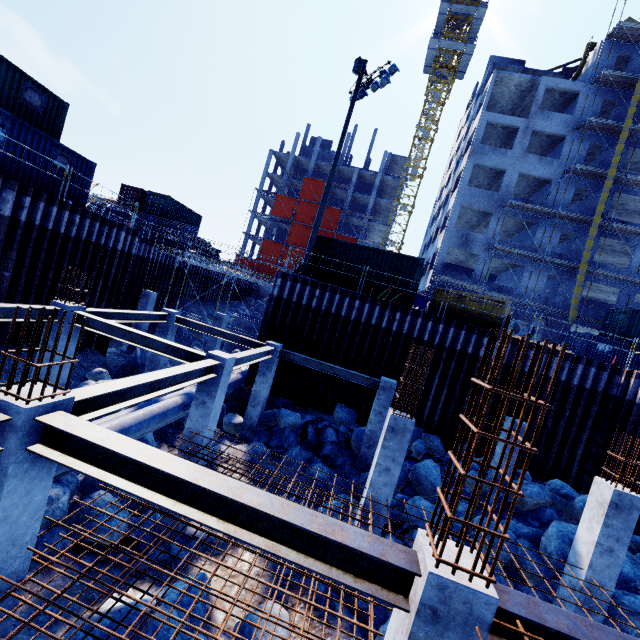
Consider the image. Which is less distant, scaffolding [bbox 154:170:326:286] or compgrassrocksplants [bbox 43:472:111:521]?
compgrassrocksplants [bbox 43:472:111:521]

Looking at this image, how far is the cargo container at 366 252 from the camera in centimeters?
1600cm

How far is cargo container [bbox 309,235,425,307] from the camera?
16.00m

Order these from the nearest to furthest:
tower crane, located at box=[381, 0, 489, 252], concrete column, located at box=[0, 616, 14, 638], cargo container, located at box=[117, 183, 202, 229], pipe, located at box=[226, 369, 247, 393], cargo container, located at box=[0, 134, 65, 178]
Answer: concrete column, located at box=[0, 616, 14, 638]
cargo container, located at box=[0, 134, 65, 178]
pipe, located at box=[226, 369, 247, 393]
cargo container, located at box=[117, 183, 202, 229]
tower crane, located at box=[381, 0, 489, 252]

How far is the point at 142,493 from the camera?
3.5m

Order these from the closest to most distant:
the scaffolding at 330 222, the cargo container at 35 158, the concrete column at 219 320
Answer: the cargo container at 35 158 < the concrete column at 219 320 < the scaffolding at 330 222

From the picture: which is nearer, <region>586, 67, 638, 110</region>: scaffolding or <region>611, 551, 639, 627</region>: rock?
<region>611, 551, 639, 627</region>: rock
